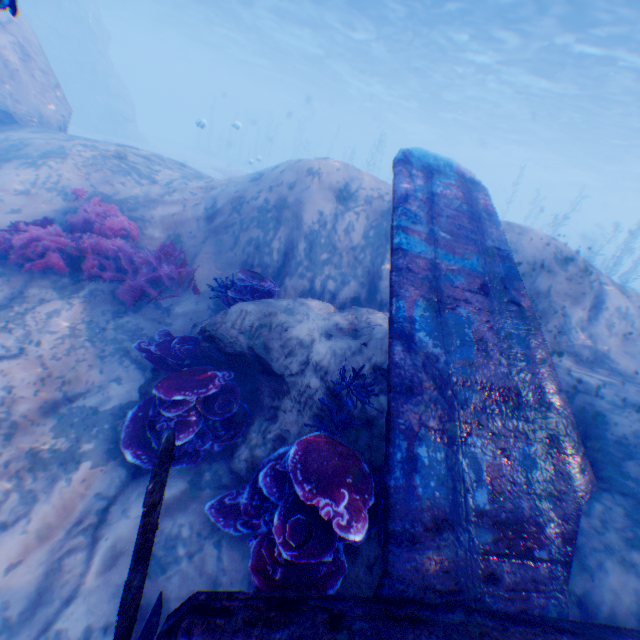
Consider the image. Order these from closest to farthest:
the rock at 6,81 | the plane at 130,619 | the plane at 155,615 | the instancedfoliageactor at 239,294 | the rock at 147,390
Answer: the plane at 130,619 → the plane at 155,615 → the rock at 147,390 → the instancedfoliageactor at 239,294 → the rock at 6,81

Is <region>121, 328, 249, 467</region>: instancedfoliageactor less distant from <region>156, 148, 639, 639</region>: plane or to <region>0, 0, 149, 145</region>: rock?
<region>0, 0, 149, 145</region>: rock

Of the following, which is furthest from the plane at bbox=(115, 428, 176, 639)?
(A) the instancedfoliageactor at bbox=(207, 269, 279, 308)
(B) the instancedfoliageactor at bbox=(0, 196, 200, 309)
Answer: (A) the instancedfoliageactor at bbox=(207, 269, 279, 308)

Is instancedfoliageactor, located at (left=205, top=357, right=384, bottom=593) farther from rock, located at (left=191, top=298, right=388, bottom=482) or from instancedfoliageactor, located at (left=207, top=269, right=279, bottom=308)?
instancedfoliageactor, located at (left=207, top=269, right=279, bottom=308)

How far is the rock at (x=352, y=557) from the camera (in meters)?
3.07

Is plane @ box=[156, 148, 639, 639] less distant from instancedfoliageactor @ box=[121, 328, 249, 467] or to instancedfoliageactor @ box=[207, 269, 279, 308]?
instancedfoliageactor @ box=[121, 328, 249, 467]

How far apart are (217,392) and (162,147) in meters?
43.4 m
